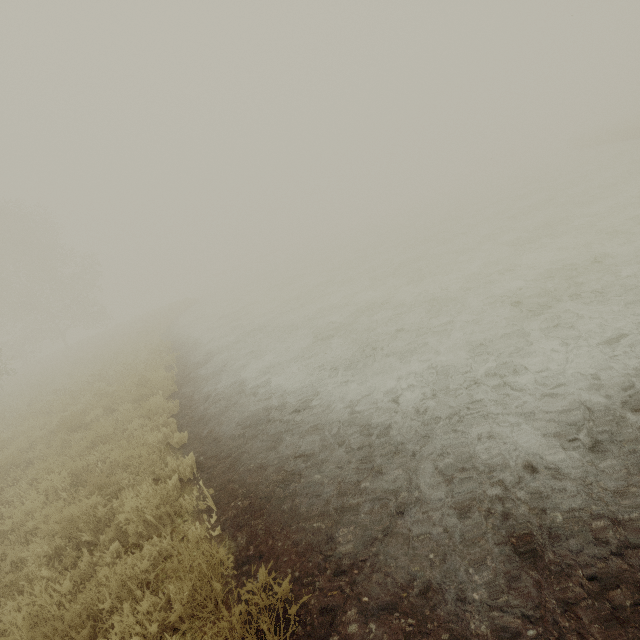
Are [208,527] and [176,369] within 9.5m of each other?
yes
